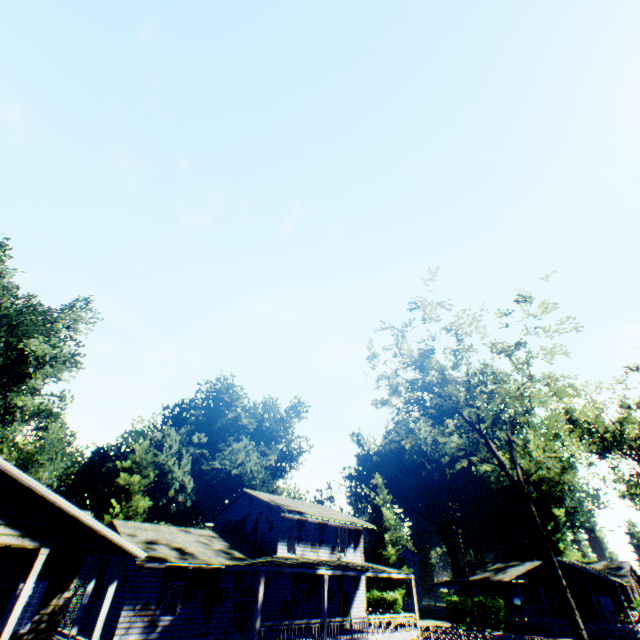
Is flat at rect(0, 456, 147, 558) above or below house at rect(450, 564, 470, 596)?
below

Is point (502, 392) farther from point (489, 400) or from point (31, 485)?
point (31, 485)

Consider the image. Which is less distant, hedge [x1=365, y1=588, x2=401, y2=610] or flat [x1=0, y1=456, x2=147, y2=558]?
flat [x1=0, y1=456, x2=147, y2=558]

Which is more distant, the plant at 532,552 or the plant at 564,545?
the plant at 532,552

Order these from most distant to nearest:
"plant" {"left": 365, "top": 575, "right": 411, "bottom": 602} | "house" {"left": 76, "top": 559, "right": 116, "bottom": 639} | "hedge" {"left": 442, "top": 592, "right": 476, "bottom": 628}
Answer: "plant" {"left": 365, "top": 575, "right": 411, "bottom": 602} → "hedge" {"left": 442, "top": 592, "right": 476, "bottom": 628} → "house" {"left": 76, "top": 559, "right": 116, "bottom": 639}

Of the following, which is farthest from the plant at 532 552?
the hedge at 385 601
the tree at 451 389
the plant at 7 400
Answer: the tree at 451 389

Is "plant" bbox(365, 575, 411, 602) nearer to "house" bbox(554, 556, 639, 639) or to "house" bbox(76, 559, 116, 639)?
"house" bbox(554, 556, 639, 639)

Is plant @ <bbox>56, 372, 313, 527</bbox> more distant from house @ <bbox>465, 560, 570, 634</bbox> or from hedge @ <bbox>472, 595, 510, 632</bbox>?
hedge @ <bbox>472, 595, 510, 632</bbox>
